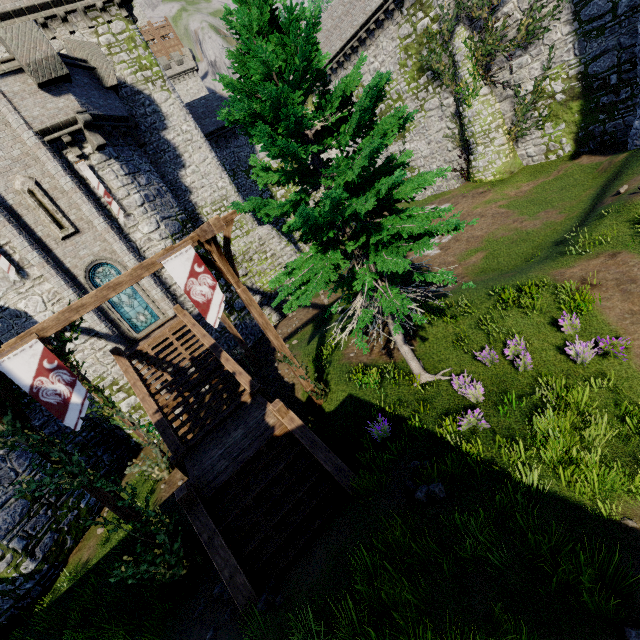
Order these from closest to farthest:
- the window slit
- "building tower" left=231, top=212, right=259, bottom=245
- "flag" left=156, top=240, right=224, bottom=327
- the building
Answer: "flag" left=156, top=240, right=224, bottom=327 < the window slit < "building tower" left=231, top=212, right=259, bottom=245 < the building

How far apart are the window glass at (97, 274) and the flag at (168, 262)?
9.89m

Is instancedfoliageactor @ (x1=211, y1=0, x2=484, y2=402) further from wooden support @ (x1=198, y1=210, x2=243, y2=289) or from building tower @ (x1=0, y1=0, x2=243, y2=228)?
building tower @ (x1=0, y1=0, x2=243, y2=228)

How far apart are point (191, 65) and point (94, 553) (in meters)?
71.61

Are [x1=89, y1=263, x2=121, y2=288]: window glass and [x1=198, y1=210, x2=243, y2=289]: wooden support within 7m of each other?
no

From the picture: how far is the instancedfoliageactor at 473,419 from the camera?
7.3m

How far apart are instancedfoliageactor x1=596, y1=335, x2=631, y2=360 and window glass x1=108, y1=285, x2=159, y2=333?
17.9 meters

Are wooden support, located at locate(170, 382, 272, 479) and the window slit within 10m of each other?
no
